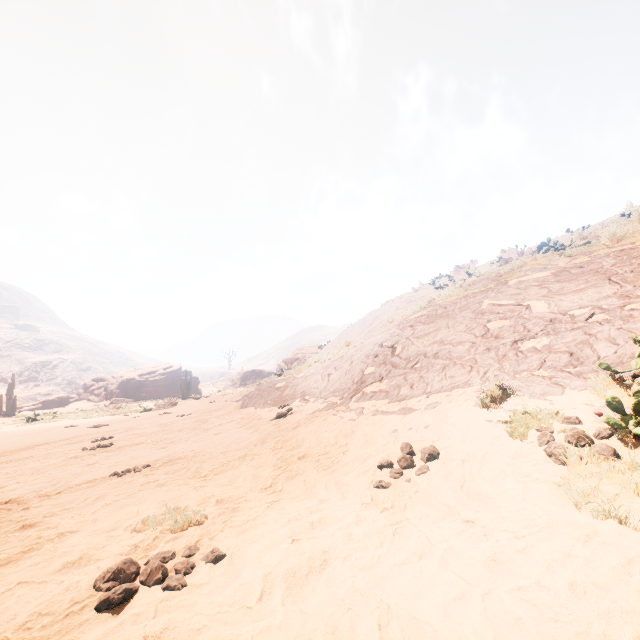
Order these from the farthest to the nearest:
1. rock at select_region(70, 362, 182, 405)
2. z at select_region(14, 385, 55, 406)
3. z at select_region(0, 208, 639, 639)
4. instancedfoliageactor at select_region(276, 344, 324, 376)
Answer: z at select_region(14, 385, 55, 406) < rock at select_region(70, 362, 182, 405) < instancedfoliageactor at select_region(276, 344, 324, 376) < z at select_region(0, 208, 639, 639)

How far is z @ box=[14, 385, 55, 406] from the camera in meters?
48.5

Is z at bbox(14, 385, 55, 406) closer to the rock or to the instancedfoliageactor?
the rock

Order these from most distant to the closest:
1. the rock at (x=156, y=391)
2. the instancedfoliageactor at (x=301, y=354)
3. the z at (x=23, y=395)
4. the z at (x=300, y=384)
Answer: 1. the z at (x=23, y=395)
2. the rock at (x=156, y=391)
3. the instancedfoliageactor at (x=301, y=354)
4. the z at (x=300, y=384)

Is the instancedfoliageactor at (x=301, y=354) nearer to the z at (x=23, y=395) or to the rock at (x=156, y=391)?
the rock at (x=156, y=391)

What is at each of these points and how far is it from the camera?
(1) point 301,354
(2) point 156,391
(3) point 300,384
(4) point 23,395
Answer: (1) instancedfoliageactor, 29.8 meters
(2) rock, 41.4 meters
(3) z, 11.8 meters
(4) z, 54.0 meters

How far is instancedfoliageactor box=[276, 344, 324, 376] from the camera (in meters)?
15.84
